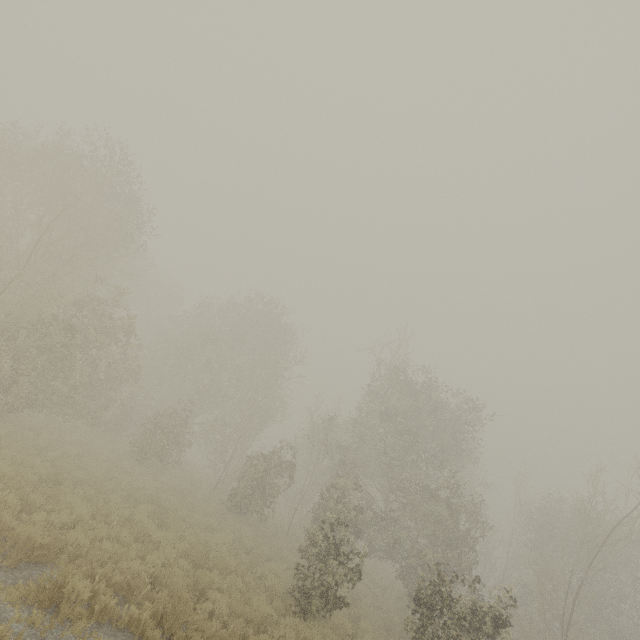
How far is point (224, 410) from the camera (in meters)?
31.55
